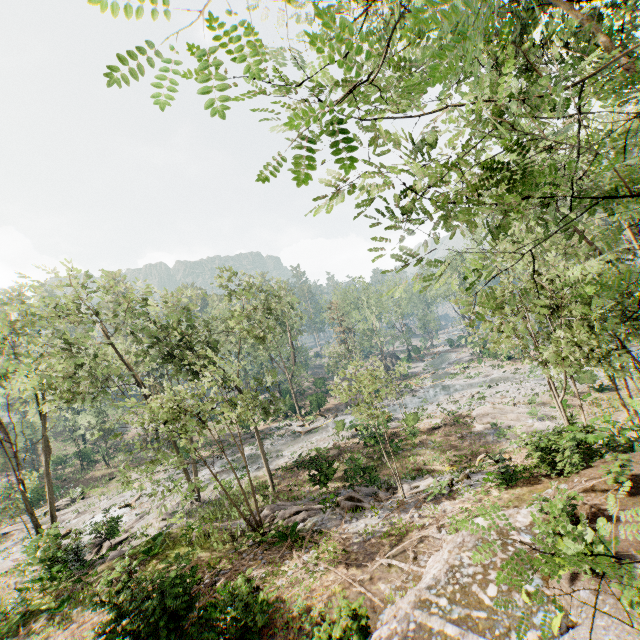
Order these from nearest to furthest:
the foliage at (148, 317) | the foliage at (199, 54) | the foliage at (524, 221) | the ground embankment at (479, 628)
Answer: the foliage at (199, 54) < the foliage at (524, 221) < the ground embankment at (479, 628) < the foliage at (148, 317)

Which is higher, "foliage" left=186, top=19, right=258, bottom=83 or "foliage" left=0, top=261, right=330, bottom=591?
"foliage" left=186, top=19, right=258, bottom=83

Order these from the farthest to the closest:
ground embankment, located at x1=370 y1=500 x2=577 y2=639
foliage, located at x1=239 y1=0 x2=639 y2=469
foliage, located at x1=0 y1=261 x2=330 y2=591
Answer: foliage, located at x1=0 y1=261 x2=330 y2=591 < ground embankment, located at x1=370 y1=500 x2=577 y2=639 < foliage, located at x1=239 y1=0 x2=639 y2=469

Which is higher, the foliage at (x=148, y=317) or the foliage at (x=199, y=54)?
the foliage at (x=199, y=54)

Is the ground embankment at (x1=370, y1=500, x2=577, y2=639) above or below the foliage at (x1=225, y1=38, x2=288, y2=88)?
below

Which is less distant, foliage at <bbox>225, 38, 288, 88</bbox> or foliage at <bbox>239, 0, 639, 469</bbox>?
foliage at <bbox>225, 38, 288, 88</bbox>

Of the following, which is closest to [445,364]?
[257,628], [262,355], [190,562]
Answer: [262,355]
